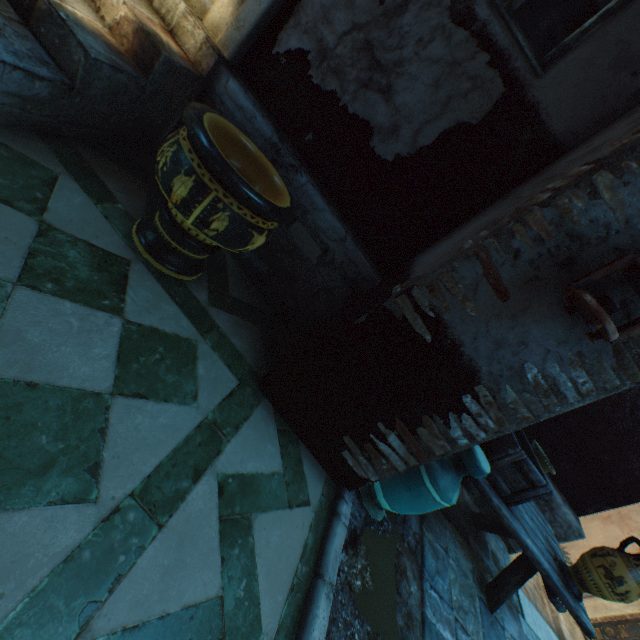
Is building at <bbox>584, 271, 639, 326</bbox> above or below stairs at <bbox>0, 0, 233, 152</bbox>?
above

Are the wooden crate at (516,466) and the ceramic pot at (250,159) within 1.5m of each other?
no

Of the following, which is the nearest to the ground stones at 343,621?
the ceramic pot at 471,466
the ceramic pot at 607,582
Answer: the ceramic pot at 471,466

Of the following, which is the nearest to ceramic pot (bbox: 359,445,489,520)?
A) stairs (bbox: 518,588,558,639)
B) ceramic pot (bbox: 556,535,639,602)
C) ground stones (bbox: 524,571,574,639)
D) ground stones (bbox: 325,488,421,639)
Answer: ground stones (bbox: 325,488,421,639)

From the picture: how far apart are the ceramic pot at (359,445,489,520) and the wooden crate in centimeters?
36cm

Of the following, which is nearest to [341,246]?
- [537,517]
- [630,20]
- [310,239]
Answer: [310,239]

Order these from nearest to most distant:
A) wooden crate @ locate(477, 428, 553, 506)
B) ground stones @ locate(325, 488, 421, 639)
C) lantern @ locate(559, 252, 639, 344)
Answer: lantern @ locate(559, 252, 639, 344) < ground stones @ locate(325, 488, 421, 639) < wooden crate @ locate(477, 428, 553, 506)

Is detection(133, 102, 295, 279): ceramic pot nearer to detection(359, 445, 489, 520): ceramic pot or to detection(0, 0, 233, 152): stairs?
detection(0, 0, 233, 152): stairs
